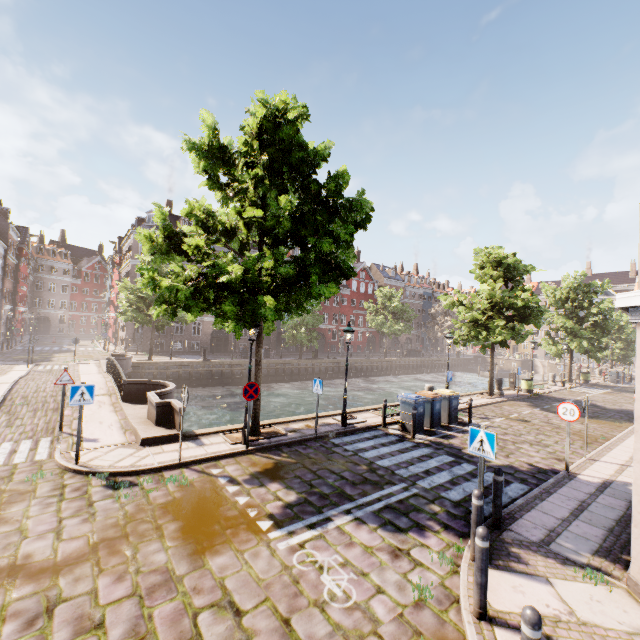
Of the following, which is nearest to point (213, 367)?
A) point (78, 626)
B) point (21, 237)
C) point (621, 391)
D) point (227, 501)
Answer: point (227, 501)

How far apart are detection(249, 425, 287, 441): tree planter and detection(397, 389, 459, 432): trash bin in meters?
5.8 m

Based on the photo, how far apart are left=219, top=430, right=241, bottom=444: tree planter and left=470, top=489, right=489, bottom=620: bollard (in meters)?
7.12

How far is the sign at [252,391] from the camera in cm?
929

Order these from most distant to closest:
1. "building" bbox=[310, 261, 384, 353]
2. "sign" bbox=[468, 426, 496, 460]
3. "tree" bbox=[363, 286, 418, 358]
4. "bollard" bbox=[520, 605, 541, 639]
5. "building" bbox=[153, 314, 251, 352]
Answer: "building" bbox=[310, 261, 384, 353] → "tree" bbox=[363, 286, 418, 358] → "building" bbox=[153, 314, 251, 352] → "sign" bbox=[468, 426, 496, 460] → "bollard" bbox=[520, 605, 541, 639]

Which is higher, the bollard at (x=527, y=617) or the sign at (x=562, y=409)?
the sign at (x=562, y=409)

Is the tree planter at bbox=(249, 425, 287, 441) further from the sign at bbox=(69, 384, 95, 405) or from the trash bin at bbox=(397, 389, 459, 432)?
the trash bin at bbox=(397, 389, 459, 432)

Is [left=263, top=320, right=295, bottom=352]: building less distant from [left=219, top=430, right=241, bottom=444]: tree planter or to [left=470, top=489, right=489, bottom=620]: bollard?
[left=219, top=430, right=241, bottom=444]: tree planter
